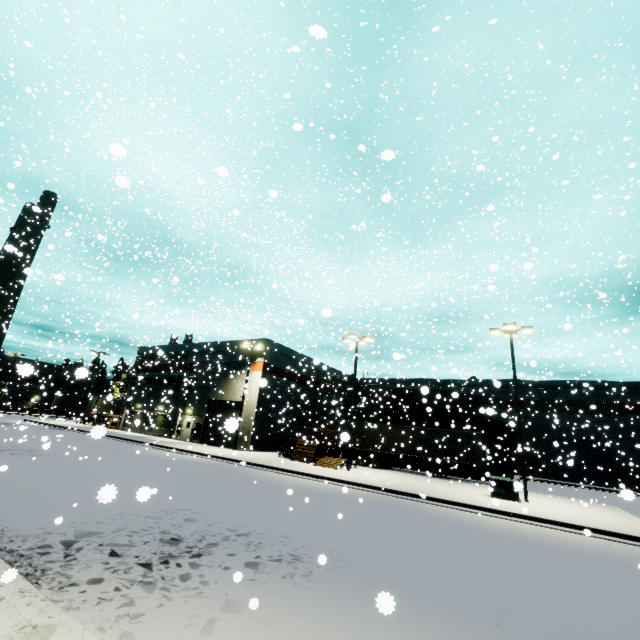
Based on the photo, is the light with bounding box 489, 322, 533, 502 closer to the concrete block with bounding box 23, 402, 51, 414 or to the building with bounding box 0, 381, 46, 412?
the building with bounding box 0, 381, 46, 412

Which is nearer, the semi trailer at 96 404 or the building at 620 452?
the building at 620 452

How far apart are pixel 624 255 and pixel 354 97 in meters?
20.5

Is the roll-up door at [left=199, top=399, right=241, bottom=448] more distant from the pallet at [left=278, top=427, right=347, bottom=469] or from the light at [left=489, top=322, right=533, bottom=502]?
the light at [left=489, top=322, right=533, bottom=502]

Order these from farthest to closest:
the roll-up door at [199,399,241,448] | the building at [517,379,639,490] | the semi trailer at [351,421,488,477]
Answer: the building at [517,379,639,490]
the semi trailer at [351,421,488,477]
the roll-up door at [199,399,241,448]

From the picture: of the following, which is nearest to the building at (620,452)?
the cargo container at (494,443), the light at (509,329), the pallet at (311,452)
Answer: the pallet at (311,452)

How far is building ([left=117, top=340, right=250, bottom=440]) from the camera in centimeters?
3319cm

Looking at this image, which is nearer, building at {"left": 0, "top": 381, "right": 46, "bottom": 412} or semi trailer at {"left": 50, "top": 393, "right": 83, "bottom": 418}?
building at {"left": 0, "top": 381, "right": 46, "bottom": 412}
